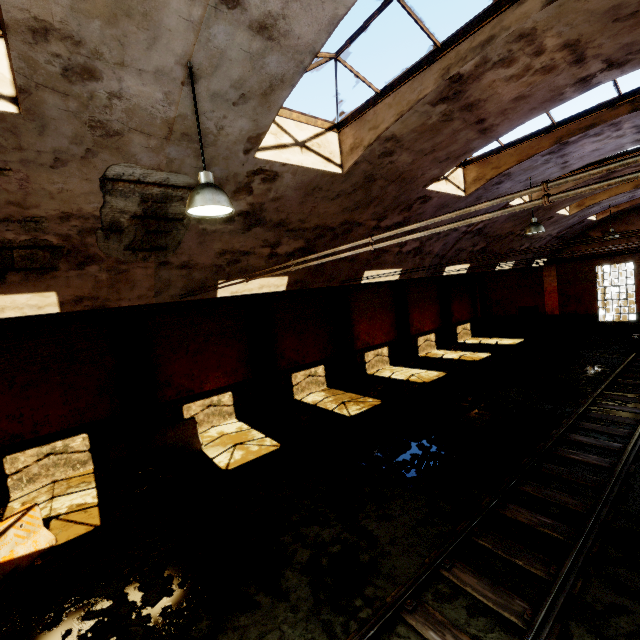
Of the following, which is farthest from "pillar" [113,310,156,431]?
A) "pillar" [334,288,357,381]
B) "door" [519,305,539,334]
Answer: "door" [519,305,539,334]

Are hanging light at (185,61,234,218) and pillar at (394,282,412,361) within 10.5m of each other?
no

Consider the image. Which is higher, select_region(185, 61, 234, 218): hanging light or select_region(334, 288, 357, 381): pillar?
select_region(185, 61, 234, 218): hanging light

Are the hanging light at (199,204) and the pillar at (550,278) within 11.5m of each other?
no

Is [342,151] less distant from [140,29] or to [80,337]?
[140,29]

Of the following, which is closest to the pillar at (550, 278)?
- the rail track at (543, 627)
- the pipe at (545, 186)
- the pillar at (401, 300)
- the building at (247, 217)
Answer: the building at (247, 217)

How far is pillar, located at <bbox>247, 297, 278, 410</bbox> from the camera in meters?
14.0 m

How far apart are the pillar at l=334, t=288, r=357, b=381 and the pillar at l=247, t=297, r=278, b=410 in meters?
4.2
